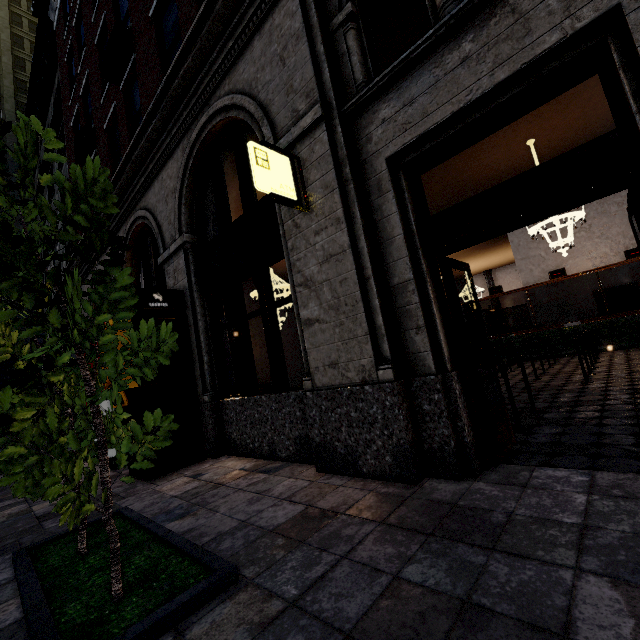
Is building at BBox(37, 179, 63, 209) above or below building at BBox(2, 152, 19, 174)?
below

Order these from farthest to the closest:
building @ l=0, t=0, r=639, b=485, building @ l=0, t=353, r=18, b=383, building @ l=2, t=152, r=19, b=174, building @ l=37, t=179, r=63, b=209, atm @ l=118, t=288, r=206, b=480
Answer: building @ l=2, t=152, r=19, b=174 < building @ l=0, t=353, r=18, b=383 < building @ l=37, t=179, r=63, b=209 < atm @ l=118, t=288, r=206, b=480 < building @ l=0, t=0, r=639, b=485

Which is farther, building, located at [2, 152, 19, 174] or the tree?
building, located at [2, 152, 19, 174]

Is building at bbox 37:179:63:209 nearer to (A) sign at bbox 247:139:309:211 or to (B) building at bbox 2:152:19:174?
(B) building at bbox 2:152:19:174

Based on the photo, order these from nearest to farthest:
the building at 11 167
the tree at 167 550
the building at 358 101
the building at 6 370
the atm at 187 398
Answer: the tree at 167 550 → the building at 358 101 → the atm at 187 398 → the building at 6 370 → the building at 11 167

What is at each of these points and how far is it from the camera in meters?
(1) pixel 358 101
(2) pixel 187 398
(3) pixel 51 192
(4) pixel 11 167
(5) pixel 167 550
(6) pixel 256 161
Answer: (1) building, 3.6
(2) atm, 5.9
(3) building, 21.3
(4) building, 34.1
(5) tree, 2.6
(6) sign, 3.5

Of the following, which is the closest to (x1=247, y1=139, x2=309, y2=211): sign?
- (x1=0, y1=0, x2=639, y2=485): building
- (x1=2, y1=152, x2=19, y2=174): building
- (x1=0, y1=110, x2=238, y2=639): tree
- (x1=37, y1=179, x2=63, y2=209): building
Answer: (x1=0, y1=0, x2=639, y2=485): building

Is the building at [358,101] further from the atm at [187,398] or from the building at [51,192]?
the building at [51,192]
